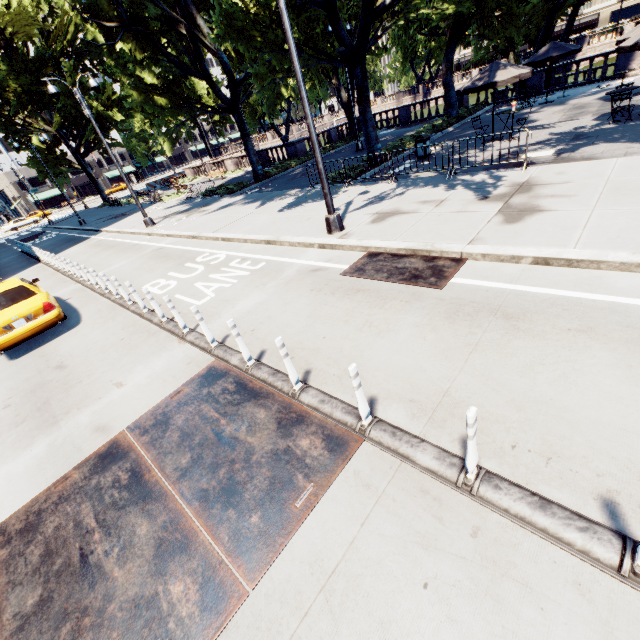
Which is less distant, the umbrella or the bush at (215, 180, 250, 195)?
the umbrella

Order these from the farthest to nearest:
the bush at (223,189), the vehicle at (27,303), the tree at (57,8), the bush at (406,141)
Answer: the bush at (223,189)
the bush at (406,141)
the tree at (57,8)
the vehicle at (27,303)

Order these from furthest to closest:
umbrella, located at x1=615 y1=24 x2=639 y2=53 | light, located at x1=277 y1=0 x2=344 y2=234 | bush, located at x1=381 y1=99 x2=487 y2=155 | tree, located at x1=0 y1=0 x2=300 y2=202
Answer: bush, located at x1=381 y1=99 x2=487 y2=155 < tree, located at x1=0 y1=0 x2=300 y2=202 < umbrella, located at x1=615 y1=24 x2=639 y2=53 < light, located at x1=277 y1=0 x2=344 y2=234

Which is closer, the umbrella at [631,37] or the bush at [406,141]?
the umbrella at [631,37]

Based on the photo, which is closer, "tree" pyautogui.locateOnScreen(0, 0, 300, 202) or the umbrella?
the umbrella

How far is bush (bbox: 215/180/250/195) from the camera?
21.8m

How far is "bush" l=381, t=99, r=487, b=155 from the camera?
18.5 meters

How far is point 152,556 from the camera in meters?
3.2
